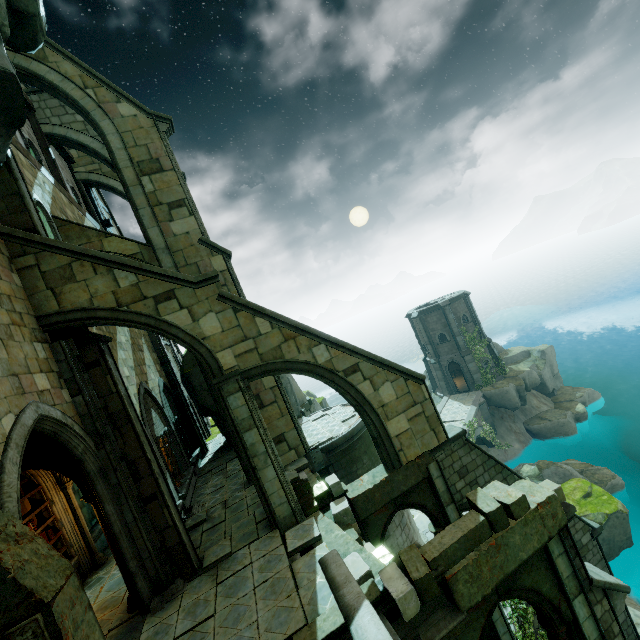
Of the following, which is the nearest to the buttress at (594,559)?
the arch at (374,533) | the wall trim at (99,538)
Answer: the arch at (374,533)

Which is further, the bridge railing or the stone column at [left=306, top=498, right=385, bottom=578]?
the stone column at [left=306, top=498, right=385, bottom=578]

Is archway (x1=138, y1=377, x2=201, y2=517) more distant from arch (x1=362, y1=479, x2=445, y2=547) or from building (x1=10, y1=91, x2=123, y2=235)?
arch (x1=362, y1=479, x2=445, y2=547)

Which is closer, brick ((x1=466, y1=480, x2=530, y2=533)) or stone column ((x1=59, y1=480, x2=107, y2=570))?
brick ((x1=466, y1=480, x2=530, y2=533))

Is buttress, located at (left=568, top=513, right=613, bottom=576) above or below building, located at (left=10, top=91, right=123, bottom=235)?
below

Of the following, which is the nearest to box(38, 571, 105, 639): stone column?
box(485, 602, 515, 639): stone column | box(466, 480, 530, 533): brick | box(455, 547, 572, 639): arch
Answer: box(455, 547, 572, 639): arch

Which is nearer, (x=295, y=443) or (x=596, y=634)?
(x=596, y=634)

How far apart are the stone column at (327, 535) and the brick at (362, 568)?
0.0 meters
